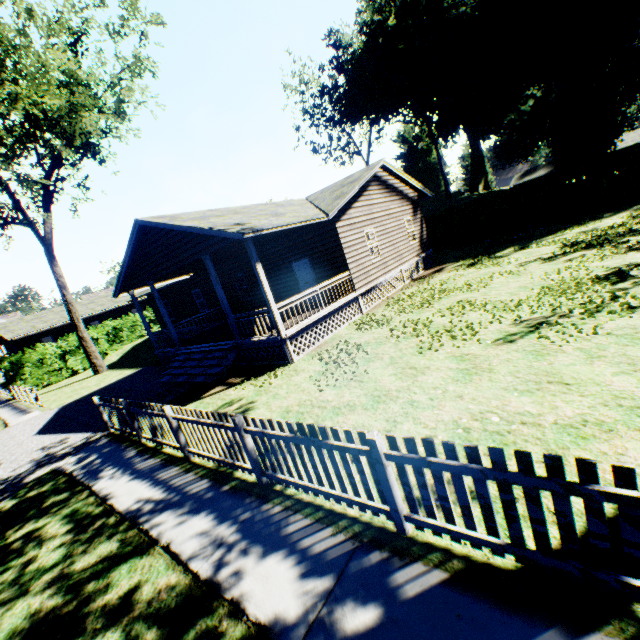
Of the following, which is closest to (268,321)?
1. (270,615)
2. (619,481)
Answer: (270,615)

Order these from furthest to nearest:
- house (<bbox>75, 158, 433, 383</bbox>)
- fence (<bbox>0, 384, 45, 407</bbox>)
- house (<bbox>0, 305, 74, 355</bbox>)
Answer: house (<bbox>0, 305, 74, 355</bbox>) < fence (<bbox>0, 384, 45, 407</bbox>) < house (<bbox>75, 158, 433, 383</bbox>)

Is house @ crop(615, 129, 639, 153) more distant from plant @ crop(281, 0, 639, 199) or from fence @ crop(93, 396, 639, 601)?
fence @ crop(93, 396, 639, 601)

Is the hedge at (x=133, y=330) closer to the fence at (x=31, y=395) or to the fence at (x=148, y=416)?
the fence at (x=31, y=395)

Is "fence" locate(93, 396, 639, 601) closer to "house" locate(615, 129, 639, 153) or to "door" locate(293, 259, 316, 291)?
"door" locate(293, 259, 316, 291)

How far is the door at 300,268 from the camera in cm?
1552

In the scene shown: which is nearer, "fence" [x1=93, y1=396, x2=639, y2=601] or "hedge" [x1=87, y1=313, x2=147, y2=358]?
"fence" [x1=93, y1=396, x2=639, y2=601]

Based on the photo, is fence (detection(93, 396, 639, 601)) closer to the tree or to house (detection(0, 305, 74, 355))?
the tree
